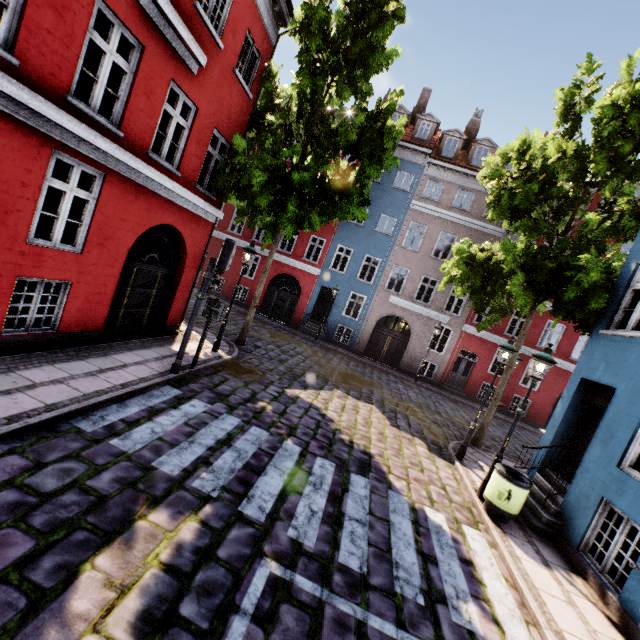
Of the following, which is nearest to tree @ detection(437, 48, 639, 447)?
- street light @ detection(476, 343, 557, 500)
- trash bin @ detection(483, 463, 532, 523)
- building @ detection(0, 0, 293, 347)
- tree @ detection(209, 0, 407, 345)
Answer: building @ detection(0, 0, 293, 347)

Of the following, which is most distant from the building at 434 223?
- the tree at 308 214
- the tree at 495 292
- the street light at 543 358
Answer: the tree at 308 214

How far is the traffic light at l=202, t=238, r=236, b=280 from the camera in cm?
745

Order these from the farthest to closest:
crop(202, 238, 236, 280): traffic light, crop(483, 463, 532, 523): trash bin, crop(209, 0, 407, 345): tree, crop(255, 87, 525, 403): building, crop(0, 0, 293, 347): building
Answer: crop(255, 87, 525, 403): building → crop(209, 0, 407, 345): tree → crop(202, 238, 236, 280): traffic light → crop(483, 463, 532, 523): trash bin → crop(0, 0, 293, 347): building

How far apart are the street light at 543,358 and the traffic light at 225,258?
7.21m

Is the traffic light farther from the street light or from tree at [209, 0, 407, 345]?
the street light

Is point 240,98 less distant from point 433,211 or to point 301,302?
point 301,302

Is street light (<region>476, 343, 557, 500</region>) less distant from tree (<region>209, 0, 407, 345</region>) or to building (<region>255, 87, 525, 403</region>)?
building (<region>255, 87, 525, 403</region>)
